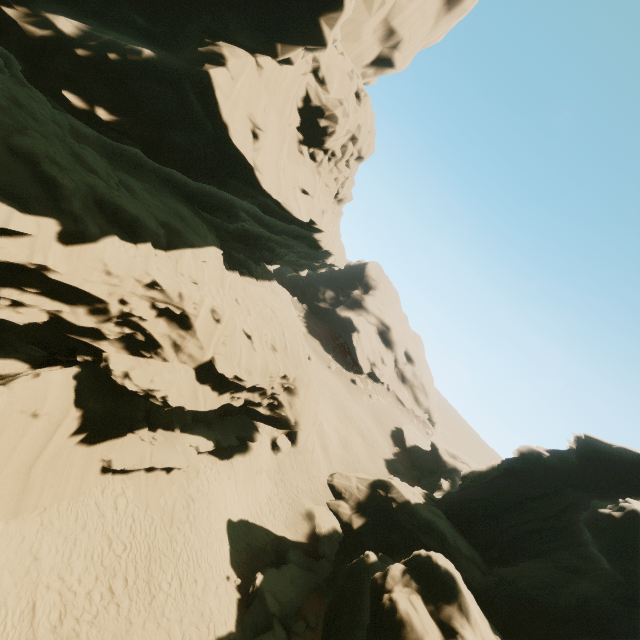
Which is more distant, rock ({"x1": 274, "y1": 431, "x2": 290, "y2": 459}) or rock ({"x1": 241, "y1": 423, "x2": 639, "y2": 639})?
rock ({"x1": 274, "y1": 431, "x2": 290, "y2": 459})

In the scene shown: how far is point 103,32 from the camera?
10.6m

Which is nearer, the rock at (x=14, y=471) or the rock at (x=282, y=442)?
the rock at (x=14, y=471)

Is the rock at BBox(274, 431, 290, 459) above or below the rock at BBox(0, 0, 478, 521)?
below

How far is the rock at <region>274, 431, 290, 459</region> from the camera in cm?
2577
